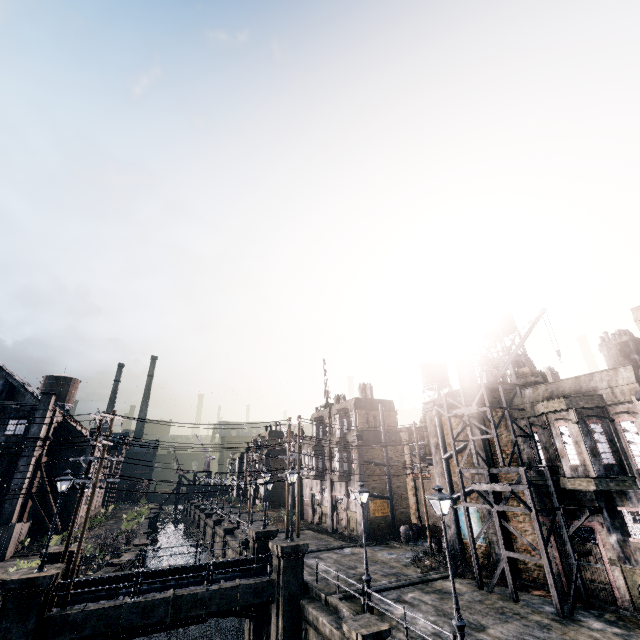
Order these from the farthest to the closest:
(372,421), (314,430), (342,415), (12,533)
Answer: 1. (314,430)
2. (342,415)
3. (372,421)
4. (12,533)

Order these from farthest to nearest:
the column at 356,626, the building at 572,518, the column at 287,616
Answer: the building at 572,518
the column at 287,616
the column at 356,626

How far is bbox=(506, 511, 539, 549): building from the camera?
20.2 meters

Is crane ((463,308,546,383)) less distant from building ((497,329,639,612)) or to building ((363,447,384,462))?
building ((497,329,639,612))

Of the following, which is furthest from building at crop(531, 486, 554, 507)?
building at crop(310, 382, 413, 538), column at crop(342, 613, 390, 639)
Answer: building at crop(310, 382, 413, 538)

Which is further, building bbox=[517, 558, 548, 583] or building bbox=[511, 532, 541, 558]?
building bbox=[511, 532, 541, 558]

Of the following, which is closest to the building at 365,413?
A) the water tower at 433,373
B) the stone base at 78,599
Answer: the stone base at 78,599

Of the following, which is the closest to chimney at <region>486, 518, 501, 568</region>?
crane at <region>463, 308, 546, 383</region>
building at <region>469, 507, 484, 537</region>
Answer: building at <region>469, 507, 484, 537</region>
